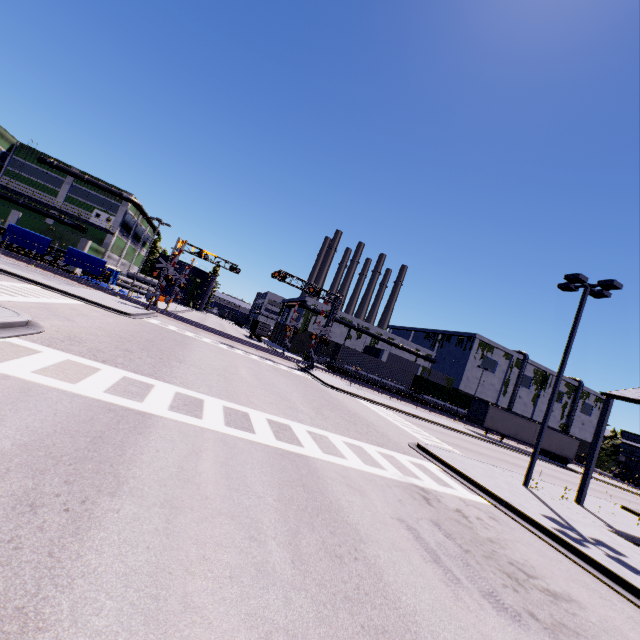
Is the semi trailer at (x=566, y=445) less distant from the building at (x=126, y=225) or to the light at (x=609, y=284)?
the building at (x=126, y=225)

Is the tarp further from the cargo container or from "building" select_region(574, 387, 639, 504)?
the cargo container

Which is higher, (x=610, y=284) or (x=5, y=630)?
(x=610, y=284)

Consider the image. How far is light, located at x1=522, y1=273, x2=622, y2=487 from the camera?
14.3 meters

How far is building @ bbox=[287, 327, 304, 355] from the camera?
58.8 meters

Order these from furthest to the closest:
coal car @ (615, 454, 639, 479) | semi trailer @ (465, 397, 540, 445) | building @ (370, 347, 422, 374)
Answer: building @ (370, 347, 422, 374), coal car @ (615, 454, 639, 479), semi trailer @ (465, 397, 540, 445)

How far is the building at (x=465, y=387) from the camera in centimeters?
5897cm

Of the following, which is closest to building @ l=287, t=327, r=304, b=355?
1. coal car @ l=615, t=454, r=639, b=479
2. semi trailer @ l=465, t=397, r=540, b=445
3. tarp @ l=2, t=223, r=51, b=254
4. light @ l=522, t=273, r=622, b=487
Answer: semi trailer @ l=465, t=397, r=540, b=445
